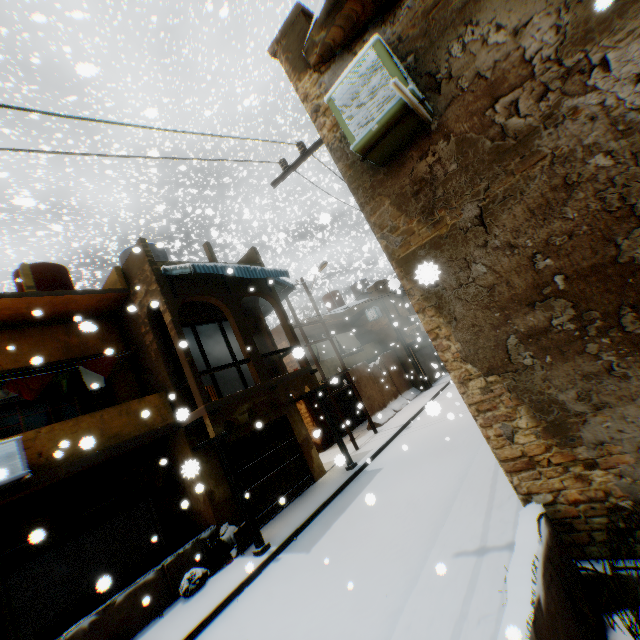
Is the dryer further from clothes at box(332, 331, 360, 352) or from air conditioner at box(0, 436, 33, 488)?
clothes at box(332, 331, 360, 352)

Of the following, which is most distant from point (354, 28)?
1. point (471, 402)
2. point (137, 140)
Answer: point (137, 140)

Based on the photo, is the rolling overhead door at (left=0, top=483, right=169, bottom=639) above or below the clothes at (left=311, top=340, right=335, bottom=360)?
below

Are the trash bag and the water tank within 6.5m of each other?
no

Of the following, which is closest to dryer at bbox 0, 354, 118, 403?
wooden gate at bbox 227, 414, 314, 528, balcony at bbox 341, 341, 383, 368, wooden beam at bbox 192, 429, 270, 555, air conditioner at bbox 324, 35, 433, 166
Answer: air conditioner at bbox 324, 35, 433, 166

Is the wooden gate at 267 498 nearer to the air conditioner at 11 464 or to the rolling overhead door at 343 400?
the rolling overhead door at 343 400

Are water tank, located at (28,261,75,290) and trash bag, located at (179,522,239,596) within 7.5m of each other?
no

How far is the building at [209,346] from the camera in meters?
15.6
